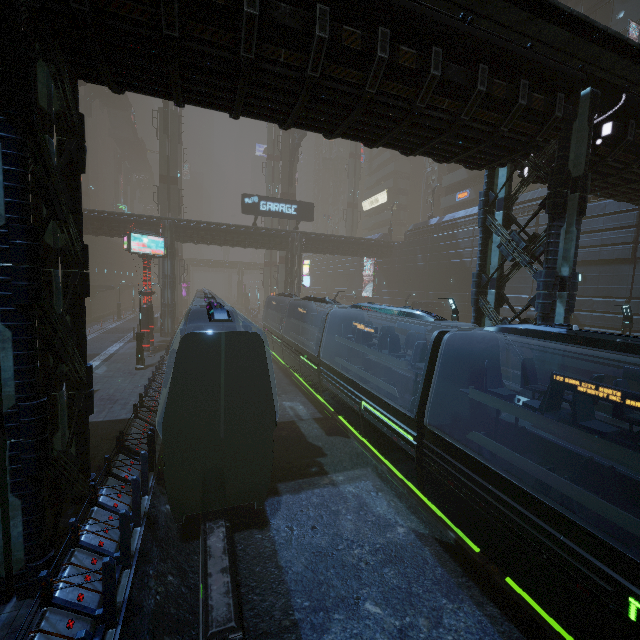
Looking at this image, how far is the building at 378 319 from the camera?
40.4m

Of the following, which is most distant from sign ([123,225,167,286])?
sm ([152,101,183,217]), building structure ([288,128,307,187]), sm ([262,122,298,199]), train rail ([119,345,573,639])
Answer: building structure ([288,128,307,187])

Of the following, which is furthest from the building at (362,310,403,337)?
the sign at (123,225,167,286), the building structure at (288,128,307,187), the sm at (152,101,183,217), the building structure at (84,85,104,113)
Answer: the building structure at (84,85,104,113)

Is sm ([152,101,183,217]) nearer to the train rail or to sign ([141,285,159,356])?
the train rail

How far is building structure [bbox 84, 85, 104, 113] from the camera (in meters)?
58.79

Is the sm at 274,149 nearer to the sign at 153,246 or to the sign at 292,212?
the sign at 292,212

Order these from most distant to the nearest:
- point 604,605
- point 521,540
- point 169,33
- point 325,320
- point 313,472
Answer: point 325,320 → point 313,472 → point 521,540 → point 169,33 → point 604,605
